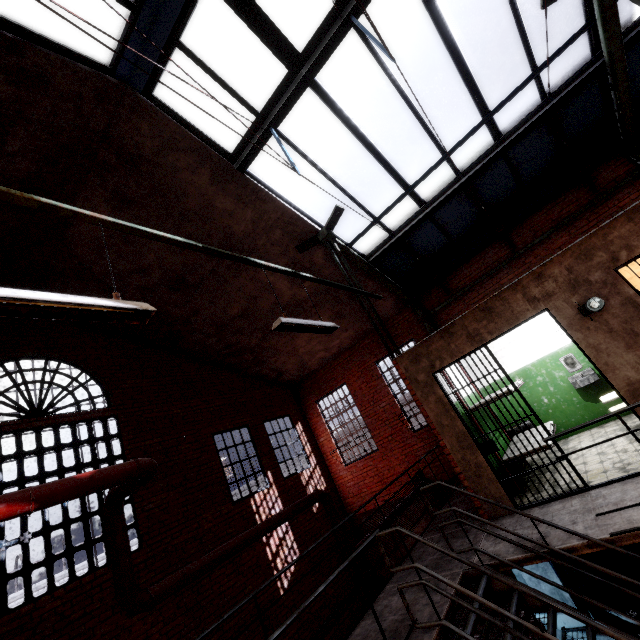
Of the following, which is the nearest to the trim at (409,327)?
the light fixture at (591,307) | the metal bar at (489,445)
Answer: the metal bar at (489,445)

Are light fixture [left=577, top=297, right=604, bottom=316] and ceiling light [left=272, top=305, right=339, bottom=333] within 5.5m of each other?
yes

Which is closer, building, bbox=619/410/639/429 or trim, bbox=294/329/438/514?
building, bbox=619/410/639/429

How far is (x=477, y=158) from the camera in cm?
704

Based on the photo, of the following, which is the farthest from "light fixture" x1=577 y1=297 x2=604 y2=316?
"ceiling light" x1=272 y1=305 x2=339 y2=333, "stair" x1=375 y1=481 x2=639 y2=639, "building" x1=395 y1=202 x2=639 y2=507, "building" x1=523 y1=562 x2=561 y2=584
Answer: "ceiling light" x1=272 y1=305 x2=339 y2=333

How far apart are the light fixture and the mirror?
3.6 meters

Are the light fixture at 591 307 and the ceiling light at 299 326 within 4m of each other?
yes

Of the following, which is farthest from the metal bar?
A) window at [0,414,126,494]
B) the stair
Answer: window at [0,414,126,494]
